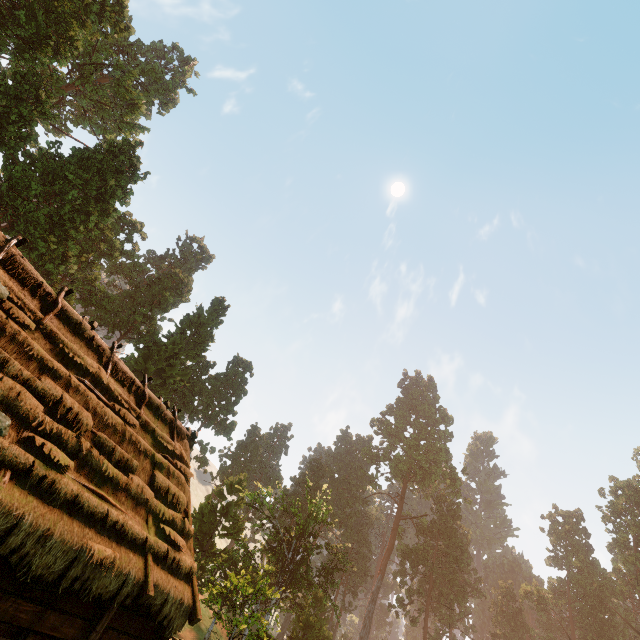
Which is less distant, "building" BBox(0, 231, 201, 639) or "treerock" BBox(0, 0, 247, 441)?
"building" BBox(0, 231, 201, 639)

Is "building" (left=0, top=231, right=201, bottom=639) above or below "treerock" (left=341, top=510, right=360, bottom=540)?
below

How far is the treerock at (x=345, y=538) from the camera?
57.19m

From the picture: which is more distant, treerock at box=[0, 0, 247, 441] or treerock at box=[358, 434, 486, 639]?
treerock at box=[358, 434, 486, 639]

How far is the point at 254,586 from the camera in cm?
2481

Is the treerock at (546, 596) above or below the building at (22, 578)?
above
